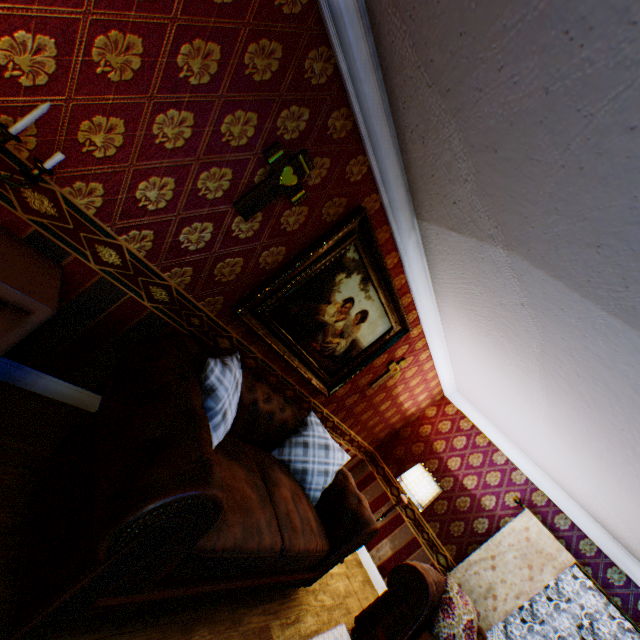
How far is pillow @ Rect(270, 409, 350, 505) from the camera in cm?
330

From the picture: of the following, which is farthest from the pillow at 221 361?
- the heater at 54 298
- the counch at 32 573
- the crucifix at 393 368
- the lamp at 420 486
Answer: the lamp at 420 486

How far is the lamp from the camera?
4.53m

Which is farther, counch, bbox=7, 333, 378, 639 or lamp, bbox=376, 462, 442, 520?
lamp, bbox=376, 462, 442, 520

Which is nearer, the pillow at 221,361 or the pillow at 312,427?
the pillow at 221,361

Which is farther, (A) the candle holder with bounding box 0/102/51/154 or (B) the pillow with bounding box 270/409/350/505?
(B) the pillow with bounding box 270/409/350/505

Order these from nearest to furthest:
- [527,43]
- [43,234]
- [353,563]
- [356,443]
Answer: [527,43]
[43,234]
[353,563]
[356,443]

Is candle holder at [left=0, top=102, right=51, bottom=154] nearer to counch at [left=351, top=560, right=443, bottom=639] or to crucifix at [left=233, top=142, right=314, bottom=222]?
crucifix at [left=233, top=142, right=314, bottom=222]
